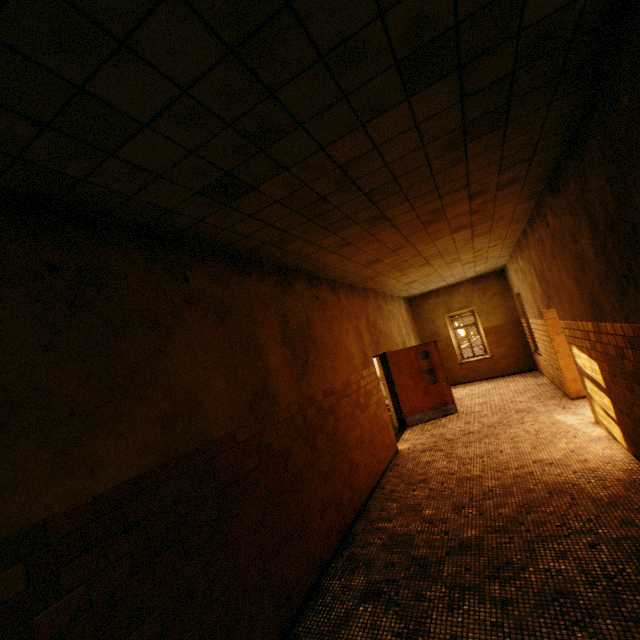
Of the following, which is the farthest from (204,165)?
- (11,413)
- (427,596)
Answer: (427,596)

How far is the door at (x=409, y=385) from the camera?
8.9m

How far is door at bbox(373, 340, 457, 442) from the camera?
8.9m
